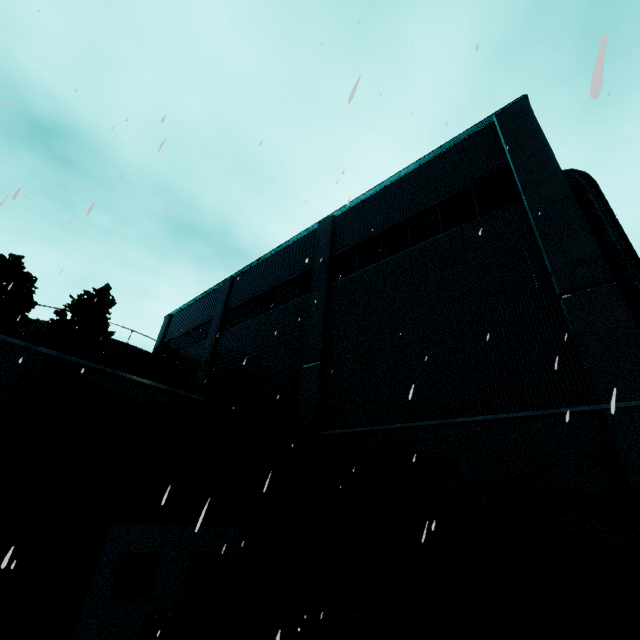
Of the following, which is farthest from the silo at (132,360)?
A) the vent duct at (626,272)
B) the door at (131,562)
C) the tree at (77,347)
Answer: the vent duct at (626,272)

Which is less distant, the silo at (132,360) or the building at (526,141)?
the building at (526,141)

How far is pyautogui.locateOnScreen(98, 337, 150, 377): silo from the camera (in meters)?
21.66

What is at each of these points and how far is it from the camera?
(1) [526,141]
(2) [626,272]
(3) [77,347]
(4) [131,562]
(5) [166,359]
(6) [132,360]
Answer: (1) building, 9.5m
(2) vent duct, 10.2m
(3) tree, 14.2m
(4) door, 5.9m
(5) tree, 18.2m
(6) silo, 22.7m

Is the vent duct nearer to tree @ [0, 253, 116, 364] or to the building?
the building

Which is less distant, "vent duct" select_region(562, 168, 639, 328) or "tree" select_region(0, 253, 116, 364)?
"vent duct" select_region(562, 168, 639, 328)

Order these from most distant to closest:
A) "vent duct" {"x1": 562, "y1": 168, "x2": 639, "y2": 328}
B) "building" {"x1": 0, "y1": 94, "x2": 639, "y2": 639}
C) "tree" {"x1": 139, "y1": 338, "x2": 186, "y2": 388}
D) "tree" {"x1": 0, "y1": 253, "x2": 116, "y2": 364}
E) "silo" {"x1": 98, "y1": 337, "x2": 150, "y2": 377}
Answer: "silo" {"x1": 98, "y1": 337, "x2": 150, "y2": 377} < "tree" {"x1": 139, "y1": 338, "x2": 186, "y2": 388} < "tree" {"x1": 0, "y1": 253, "x2": 116, "y2": 364} < "vent duct" {"x1": 562, "y1": 168, "x2": 639, "y2": 328} < "building" {"x1": 0, "y1": 94, "x2": 639, "y2": 639}

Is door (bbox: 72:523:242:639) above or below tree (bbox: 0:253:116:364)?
below
